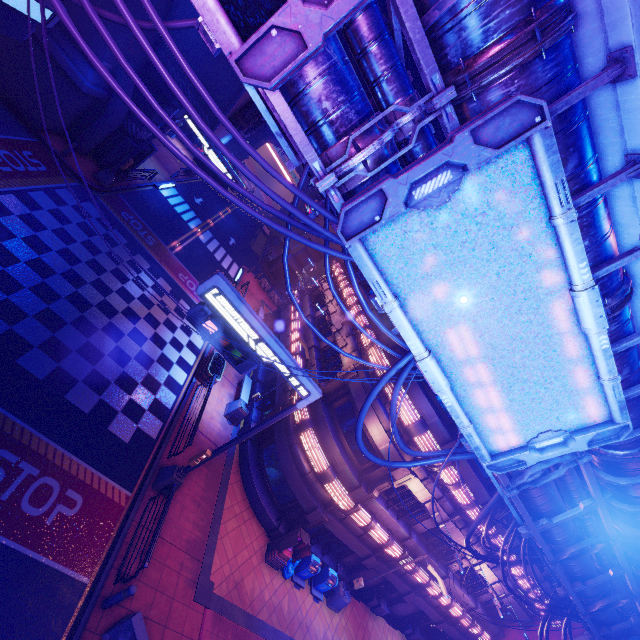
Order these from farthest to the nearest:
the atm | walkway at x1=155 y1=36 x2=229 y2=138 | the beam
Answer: walkway at x1=155 y1=36 x2=229 y2=138, the atm, the beam

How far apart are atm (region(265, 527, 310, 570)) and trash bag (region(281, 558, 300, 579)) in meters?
0.1 m

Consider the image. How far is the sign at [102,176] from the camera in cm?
1948

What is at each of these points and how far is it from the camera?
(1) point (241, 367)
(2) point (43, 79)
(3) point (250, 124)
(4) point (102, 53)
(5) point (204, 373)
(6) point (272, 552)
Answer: (1) sign, 10.2 meters
(2) wall arch, 16.5 meters
(3) vent, 20.7 meters
(4) wall arch, 16.6 meters
(5) plant holder, 17.6 meters
(6) atm, 14.7 meters

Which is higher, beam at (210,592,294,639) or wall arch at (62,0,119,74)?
wall arch at (62,0,119,74)

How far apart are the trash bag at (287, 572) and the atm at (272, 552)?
0.1 meters

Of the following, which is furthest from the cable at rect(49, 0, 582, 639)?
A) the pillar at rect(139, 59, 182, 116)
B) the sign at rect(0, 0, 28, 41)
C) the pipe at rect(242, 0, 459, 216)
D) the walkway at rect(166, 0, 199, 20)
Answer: the pillar at rect(139, 59, 182, 116)

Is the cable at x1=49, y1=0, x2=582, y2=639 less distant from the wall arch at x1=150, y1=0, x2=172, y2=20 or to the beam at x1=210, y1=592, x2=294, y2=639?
the wall arch at x1=150, y1=0, x2=172, y2=20
